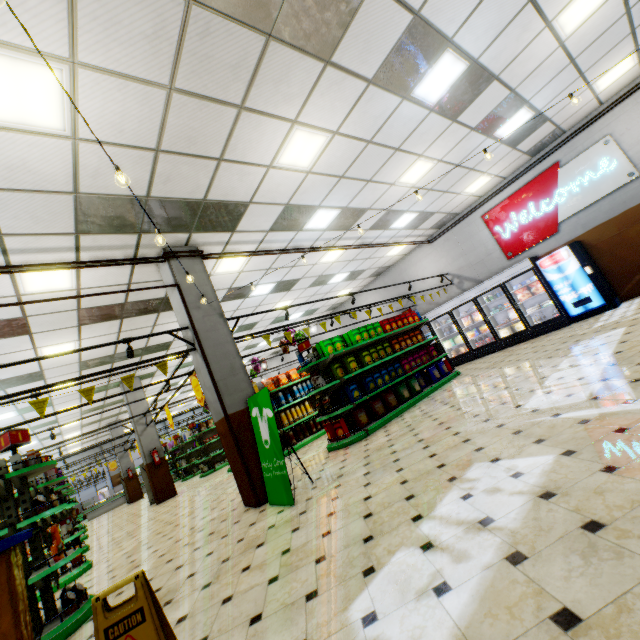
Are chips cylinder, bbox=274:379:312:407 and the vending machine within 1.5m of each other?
no

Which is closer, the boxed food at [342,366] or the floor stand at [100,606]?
the floor stand at [100,606]

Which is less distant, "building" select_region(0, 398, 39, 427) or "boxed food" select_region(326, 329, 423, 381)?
"boxed food" select_region(326, 329, 423, 381)

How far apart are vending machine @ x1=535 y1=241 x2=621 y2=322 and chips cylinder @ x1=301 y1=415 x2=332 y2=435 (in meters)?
8.29

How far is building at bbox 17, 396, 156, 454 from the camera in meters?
13.1

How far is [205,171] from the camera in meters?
4.9

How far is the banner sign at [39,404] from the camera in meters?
4.4

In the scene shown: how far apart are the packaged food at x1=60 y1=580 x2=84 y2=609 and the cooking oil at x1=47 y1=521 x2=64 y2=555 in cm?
37
